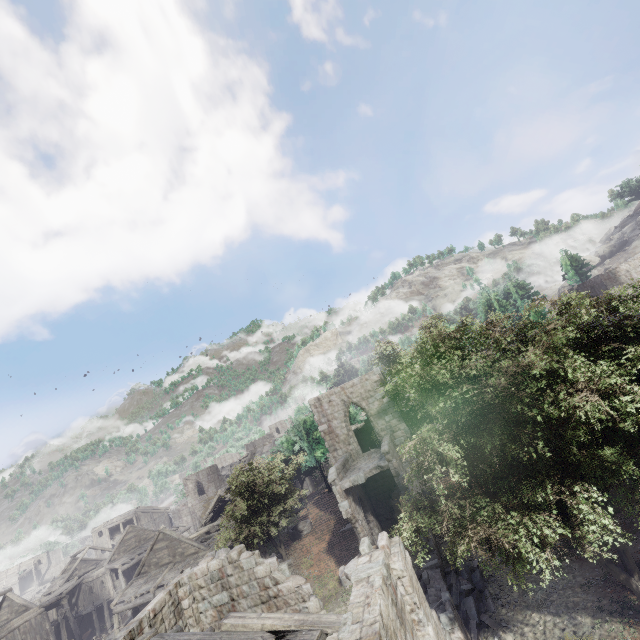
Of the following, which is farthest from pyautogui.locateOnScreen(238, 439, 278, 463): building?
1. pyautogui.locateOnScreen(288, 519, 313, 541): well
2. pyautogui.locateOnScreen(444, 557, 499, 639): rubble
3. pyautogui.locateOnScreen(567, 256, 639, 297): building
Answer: pyautogui.locateOnScreen(567, 256, 639, 297): building

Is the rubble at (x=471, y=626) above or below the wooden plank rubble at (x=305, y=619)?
below

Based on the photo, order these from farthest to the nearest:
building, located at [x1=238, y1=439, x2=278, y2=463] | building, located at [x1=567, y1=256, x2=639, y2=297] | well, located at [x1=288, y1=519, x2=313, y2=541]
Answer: building, located at [x1=238, y1=439, x2=278, y2=463]
building, located at [x1=567, y1=256, x2=639, y2=297]
well, located at [x1=288, y1=519, x2=313, y2=541]

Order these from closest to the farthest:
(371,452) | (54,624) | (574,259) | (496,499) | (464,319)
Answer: (496,499) → (371,452) → (464,319) → (54,624) → (574,259)

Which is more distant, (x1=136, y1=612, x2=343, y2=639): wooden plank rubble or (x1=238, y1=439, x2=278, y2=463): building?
(x1=238, y1=439, x2=278, y2=463): building

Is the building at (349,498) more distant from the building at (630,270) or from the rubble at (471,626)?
the building at (630,270)

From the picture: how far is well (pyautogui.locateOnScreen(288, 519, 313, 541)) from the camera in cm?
2652

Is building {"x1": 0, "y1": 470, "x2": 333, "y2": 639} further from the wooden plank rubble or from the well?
the well
